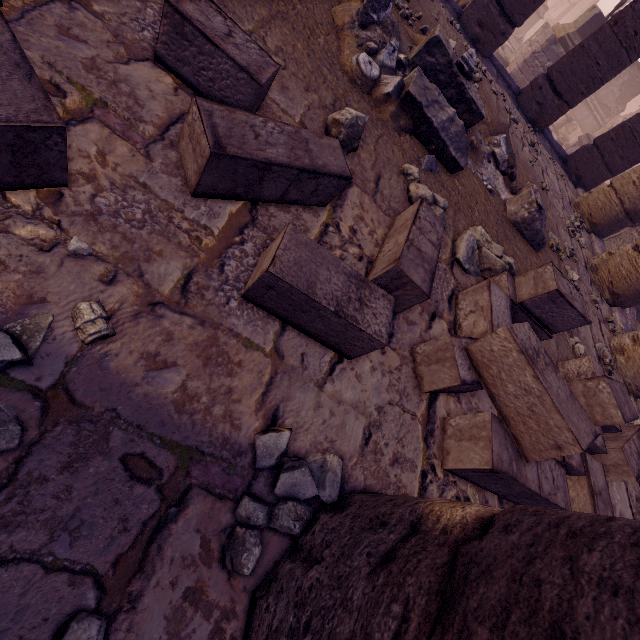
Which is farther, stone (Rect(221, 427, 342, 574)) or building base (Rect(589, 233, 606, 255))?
building base (Rect(589, 233, 606, 255))

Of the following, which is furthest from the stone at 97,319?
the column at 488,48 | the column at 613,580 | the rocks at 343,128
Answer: the column at 488,48

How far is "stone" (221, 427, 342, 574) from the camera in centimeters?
109cm

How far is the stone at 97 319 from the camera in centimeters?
109cm

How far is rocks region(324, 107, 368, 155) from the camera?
2.3 meters

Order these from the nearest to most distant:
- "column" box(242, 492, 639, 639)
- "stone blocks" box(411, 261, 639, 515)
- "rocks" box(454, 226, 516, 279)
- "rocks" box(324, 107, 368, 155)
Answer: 1. "column" box(242, 492, 639, 639)
2. "stone blocks" box(411, 261, 639, 515)
3. "rocks" box(324, 107, 368, 155)
4. "rocks" box(454, 226, 516, 279)

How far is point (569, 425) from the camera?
1.5 meters

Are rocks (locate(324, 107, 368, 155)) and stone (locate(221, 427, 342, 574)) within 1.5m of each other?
no
